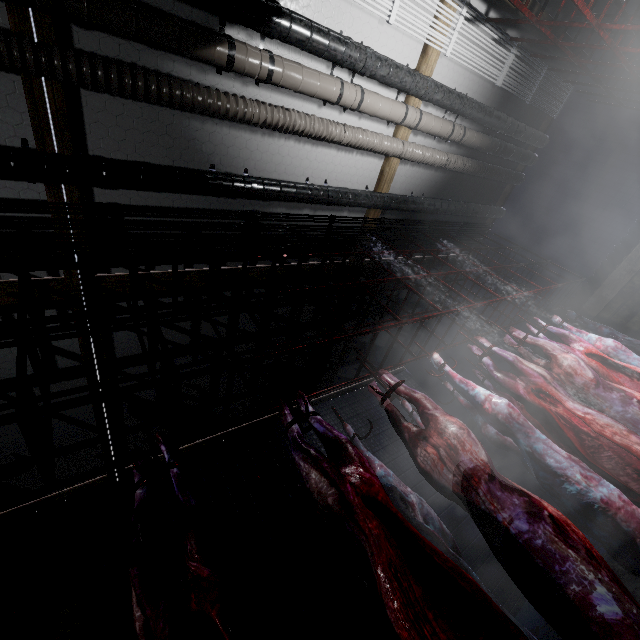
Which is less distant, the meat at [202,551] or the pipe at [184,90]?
the meat at [202,551]

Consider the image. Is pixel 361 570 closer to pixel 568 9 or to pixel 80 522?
pixel 80 522

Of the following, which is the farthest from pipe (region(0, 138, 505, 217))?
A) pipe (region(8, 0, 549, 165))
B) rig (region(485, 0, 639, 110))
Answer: rig (region(485, 0, 639, 110))

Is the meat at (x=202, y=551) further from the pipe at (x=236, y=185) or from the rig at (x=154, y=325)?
the pipe at (x=236, y=185)

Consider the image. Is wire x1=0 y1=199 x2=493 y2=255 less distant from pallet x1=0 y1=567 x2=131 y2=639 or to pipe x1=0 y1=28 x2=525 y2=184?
pipe x1=0 y1=28 x2=525 y2=184

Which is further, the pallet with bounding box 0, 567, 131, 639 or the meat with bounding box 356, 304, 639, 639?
the pallet with bounding box 0, 567, 131, 639

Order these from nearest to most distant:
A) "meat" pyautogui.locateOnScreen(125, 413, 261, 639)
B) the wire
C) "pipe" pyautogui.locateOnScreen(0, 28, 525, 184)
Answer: "meat" pyautogui.locateOnScreen(125, 413, 261, 639) < "pipe" pyautogui.locateOnScreen(0, 28, 525, 184) < the wire

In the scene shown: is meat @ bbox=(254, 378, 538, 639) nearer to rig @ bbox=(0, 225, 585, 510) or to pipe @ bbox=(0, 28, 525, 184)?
rig @ bbox=(0, 225, 585, 510)
